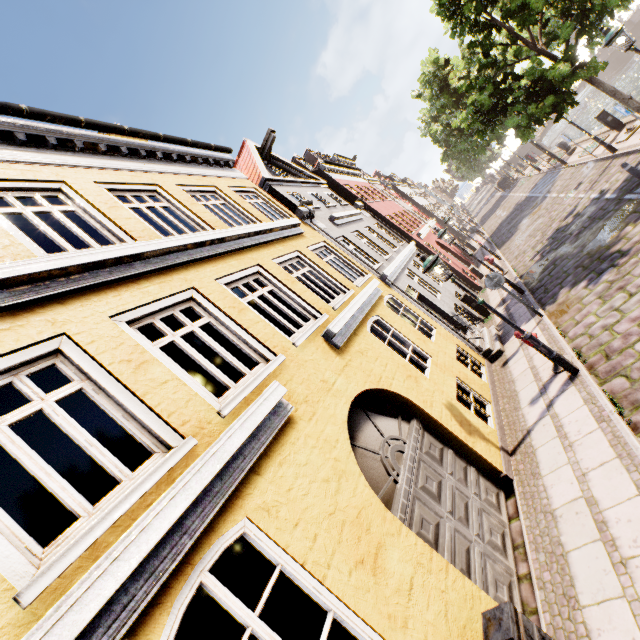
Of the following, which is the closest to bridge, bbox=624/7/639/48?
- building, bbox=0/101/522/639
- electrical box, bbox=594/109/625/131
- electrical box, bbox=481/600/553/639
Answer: building, bbox=0/101/522/639

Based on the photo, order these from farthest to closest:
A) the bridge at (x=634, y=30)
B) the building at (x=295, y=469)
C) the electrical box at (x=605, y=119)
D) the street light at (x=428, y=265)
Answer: the bridge at (x=634, y=30) < the electrical box at (x=605, y=119) < the street light at (x=428, y=265) < the building at (x=295, y=469)

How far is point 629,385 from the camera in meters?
5.4 m

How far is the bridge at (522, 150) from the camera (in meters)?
46.22

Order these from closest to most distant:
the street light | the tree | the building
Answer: the building → the street light → the tree

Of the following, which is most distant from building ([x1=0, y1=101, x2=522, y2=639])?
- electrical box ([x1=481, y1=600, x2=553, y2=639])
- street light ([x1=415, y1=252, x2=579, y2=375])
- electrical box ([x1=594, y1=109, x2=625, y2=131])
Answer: electrical box ([x1=594, y1=109, x2=625, y2=131])

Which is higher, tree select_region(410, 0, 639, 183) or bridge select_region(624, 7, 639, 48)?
tree select_region(410, 0, 639, 183)

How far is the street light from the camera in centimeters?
648cm
